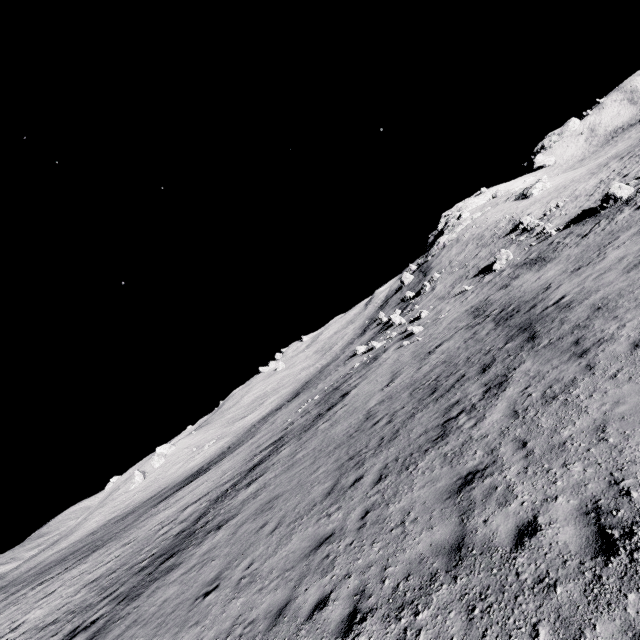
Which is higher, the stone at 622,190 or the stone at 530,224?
the stone at 530,224

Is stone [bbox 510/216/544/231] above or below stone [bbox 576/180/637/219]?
above

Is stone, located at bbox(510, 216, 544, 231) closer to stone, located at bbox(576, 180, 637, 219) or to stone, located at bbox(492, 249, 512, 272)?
stone, located at bbox(492, 249, 512, 272)

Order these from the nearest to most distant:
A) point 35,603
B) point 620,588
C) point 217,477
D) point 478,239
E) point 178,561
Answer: point 620,588, point 178,561, point 35,603, point 217,477, point 478,239

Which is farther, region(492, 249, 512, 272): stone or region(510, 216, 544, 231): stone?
region(510, 216, 544, 231): stone

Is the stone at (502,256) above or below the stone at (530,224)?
below

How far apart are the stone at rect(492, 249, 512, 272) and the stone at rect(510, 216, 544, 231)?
10.27m

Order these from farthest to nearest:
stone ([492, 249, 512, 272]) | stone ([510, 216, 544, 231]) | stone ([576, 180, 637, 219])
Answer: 1. stone ([510, 216, 544, 231])
2. stone ([492, 249, 512, 272])
3. stone ([576, 180, 637, 219])
